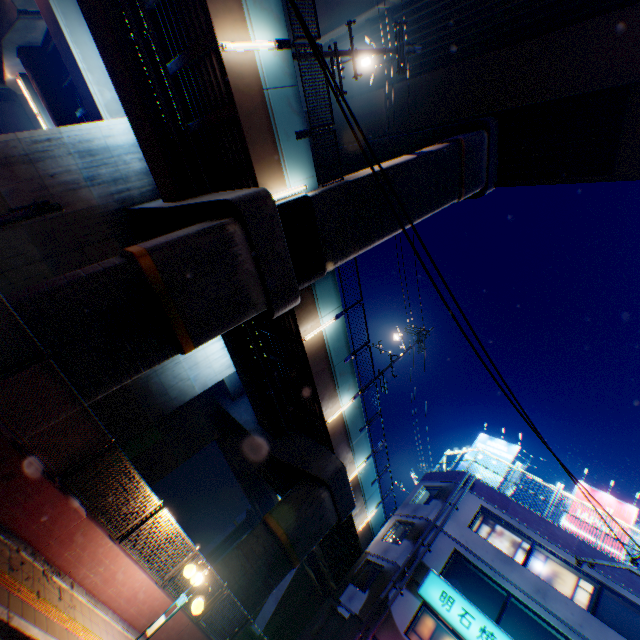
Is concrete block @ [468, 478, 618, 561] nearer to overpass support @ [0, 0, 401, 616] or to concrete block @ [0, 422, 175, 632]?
overpass support @ [0, 0, 401, 616]

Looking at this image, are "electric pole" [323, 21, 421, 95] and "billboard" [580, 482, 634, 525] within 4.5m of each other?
no

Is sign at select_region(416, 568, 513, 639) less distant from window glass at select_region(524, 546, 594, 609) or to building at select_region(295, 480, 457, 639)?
building at select_region(295, 480, 457, 639)

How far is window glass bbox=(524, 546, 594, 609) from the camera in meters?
14.8

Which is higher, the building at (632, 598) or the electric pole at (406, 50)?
the electric pole at (406, 50)

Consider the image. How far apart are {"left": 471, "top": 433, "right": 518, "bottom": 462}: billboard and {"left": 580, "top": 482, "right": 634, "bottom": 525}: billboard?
3.27m

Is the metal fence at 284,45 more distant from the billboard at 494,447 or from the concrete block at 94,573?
the billboard at 494,447

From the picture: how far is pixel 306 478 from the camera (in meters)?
17.02
